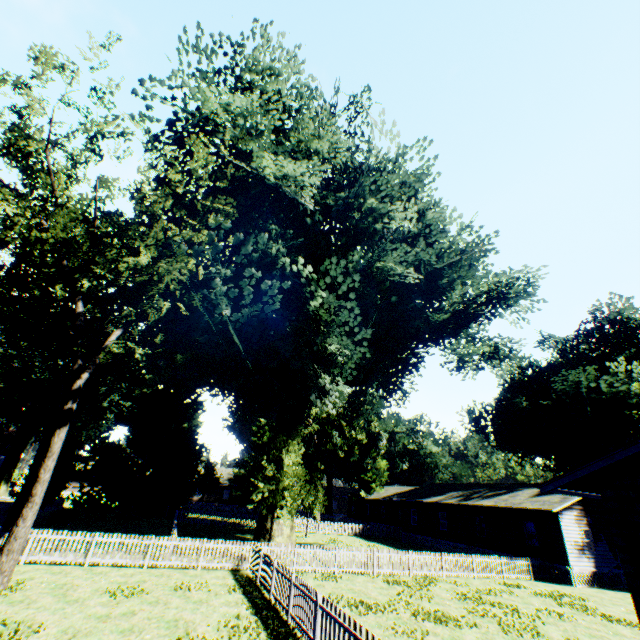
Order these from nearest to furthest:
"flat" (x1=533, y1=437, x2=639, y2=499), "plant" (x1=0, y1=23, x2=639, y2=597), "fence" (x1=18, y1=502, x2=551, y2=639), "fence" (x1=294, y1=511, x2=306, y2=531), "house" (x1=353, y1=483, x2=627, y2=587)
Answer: "flat" (x1=533, y1=437, x2=639, y2=499)
"fence" (x1=18, y1=502, x2=551, y2=639)
"plant" (x1=0, y1=23, x2=639, y2=597)
"house" (x1=353, y1=483, x2=627, y2=587)
"fence" (x1=294, y1=511, x2=306, y2=531)

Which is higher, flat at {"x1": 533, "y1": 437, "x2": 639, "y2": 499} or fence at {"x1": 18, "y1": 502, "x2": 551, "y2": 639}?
flat at {"x1": 533, "y1": 437, "x2": 639, "y2": 499}

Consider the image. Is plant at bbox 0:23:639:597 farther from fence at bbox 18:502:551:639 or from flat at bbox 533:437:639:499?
flat at bbox 533:437:639:499

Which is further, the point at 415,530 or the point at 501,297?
the point at 415,530

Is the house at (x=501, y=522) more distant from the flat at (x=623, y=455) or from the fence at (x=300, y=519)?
the flat at (x=623, y=455)

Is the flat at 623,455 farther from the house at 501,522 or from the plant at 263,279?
the house at 501,522

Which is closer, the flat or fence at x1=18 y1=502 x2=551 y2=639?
the flat

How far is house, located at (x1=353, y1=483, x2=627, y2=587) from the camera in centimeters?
2305cm
